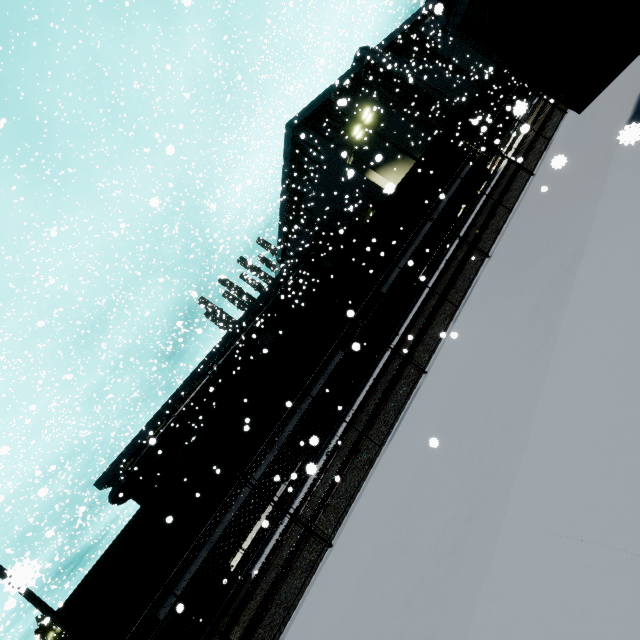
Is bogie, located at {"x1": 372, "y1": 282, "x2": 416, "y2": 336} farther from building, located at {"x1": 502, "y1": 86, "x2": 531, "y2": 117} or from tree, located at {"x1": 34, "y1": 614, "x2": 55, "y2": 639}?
tree, located at {"x1": 34, "y1": 614, "x2": 55, "y2": 639}

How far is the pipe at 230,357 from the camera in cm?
2408

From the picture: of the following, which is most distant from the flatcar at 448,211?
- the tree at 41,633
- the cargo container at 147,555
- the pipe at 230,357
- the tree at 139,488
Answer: the tree at 41,633

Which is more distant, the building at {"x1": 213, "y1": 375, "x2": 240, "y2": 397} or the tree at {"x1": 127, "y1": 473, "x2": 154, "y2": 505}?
the building at {"x1": 213, "y1": 375, "x2": 240, "y2": 397}

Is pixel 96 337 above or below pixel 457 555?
A: above

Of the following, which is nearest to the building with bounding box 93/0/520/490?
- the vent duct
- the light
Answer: the vent duct

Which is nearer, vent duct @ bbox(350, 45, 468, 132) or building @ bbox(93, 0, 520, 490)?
building @ bbox(93, 0, 520, 490)

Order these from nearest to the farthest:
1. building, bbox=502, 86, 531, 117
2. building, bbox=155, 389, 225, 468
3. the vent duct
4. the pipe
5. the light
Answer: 1. the light
2. building, bbox=502, 86, 531, 117
3. the pipe
4. building, bbox=155, 389, 225, 468
5. the vent duct
